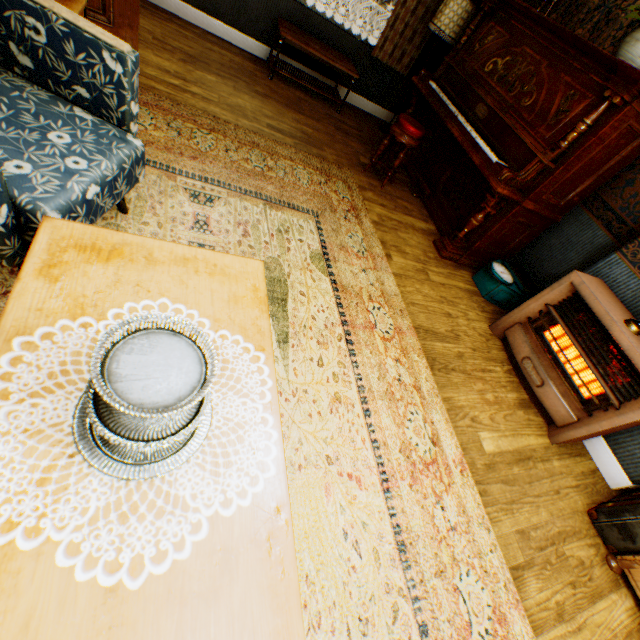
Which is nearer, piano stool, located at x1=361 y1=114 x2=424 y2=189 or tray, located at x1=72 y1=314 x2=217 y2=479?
tray, located at x1=72 y1=314 x2=217 y2=479

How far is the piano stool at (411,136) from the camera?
3.62m

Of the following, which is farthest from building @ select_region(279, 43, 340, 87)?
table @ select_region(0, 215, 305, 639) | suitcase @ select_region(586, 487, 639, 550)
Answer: table @ select_region(0, 215, 305, 639)

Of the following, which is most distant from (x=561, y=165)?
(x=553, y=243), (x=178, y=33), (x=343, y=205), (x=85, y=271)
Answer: (x=178, y=33)

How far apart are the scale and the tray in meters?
3.5

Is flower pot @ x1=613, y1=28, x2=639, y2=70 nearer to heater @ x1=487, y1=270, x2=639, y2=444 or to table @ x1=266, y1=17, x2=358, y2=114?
heater @ x1=487, y1=270, x2=639, y2=444

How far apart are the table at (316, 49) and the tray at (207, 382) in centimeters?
489cm

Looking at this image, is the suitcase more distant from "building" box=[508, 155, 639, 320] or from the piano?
the piano
